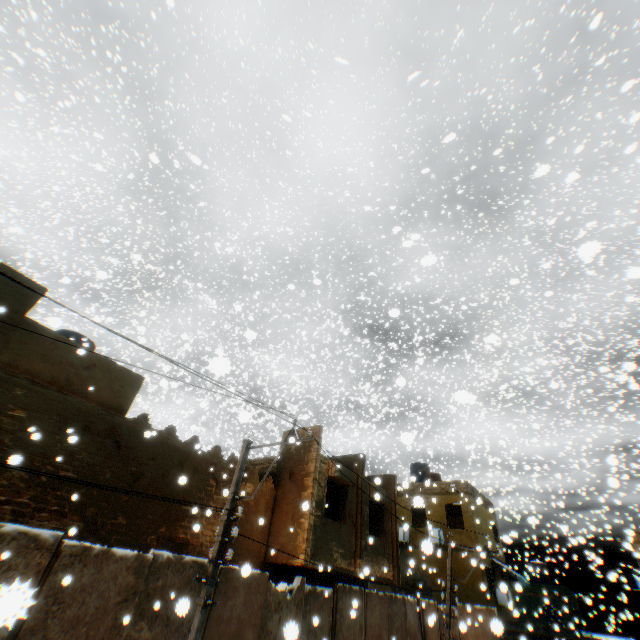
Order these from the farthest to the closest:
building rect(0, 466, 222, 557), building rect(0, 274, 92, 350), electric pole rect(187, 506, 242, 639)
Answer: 1. building rect(0, 274, 92, 350)
2. building rect(0, 466, 222, 557)
3. electric pole rect(187, 506, 242, 639)

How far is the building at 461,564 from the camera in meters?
19.6 m

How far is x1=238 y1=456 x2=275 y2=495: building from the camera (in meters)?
12.29

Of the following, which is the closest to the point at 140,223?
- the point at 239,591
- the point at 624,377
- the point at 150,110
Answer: the point at 150,110

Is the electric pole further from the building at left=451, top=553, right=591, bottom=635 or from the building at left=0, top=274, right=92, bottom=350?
the building at left=451, top=553, right=591, bottom=635
